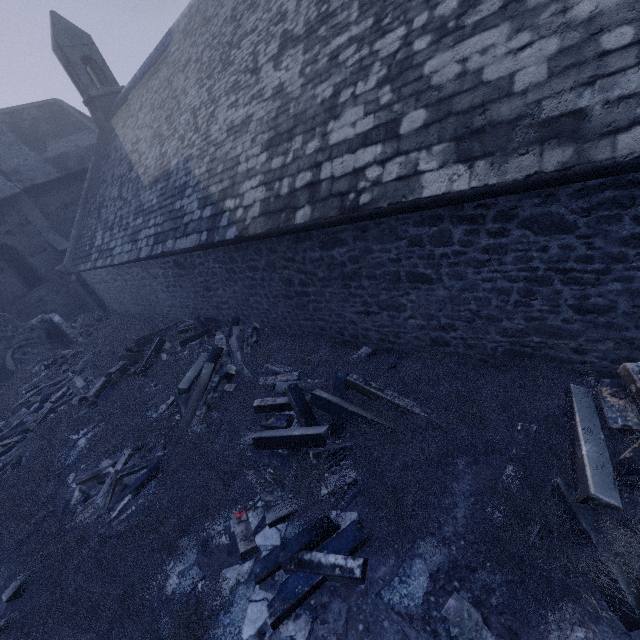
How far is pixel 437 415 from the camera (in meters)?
4.33

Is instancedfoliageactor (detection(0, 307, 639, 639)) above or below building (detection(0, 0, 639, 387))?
below

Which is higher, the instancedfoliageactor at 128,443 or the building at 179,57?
the building at 179,57
